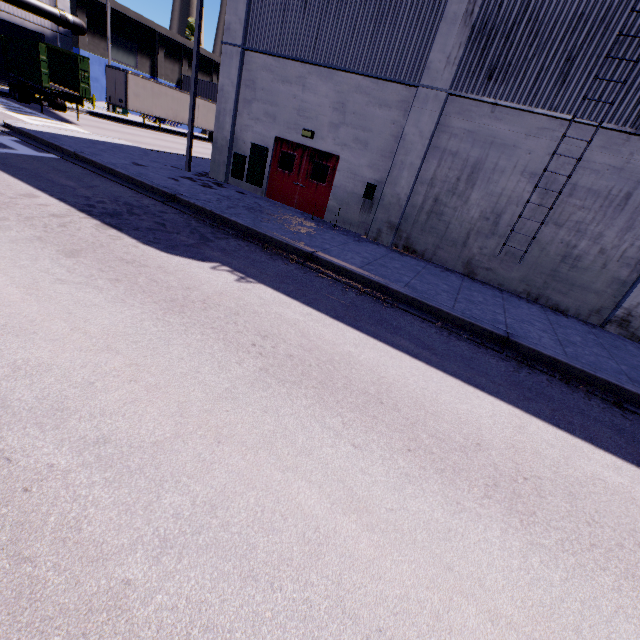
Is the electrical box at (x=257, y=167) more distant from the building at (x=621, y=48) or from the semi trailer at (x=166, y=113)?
the semi trailer at (x=166, y=113)

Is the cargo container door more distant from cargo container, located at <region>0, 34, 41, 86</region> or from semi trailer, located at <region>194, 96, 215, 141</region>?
cargo container, located at <region>0, 34, 41, 86</region>

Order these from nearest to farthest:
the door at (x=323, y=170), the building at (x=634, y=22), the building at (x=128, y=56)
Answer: the building at (x=634, y=22) → the door at (x=323, y=170) → the building at (x=128, y=56)

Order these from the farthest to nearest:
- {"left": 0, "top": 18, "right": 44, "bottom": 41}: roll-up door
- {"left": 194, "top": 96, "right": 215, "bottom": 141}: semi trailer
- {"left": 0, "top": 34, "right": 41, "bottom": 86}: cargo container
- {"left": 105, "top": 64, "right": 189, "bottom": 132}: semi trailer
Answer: {"left": 194, "top": 96, "right": 215, "bottom": 141}: semi trailer
{"left": 105, "top": 64, "right": 189, "bottom": 132}: semi trailer
{"left": 0, "top": 18, "right": 44, "bottom": 41}: roll-up door
{"left": 0, "top": 34, "right": 41, "bottom": 86}: cargo container

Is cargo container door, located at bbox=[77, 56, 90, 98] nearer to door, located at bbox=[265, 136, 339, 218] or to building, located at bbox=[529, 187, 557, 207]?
building, located at bbox=[529, 187, 557, 207]

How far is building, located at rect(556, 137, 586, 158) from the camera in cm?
889

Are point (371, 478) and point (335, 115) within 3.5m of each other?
no
